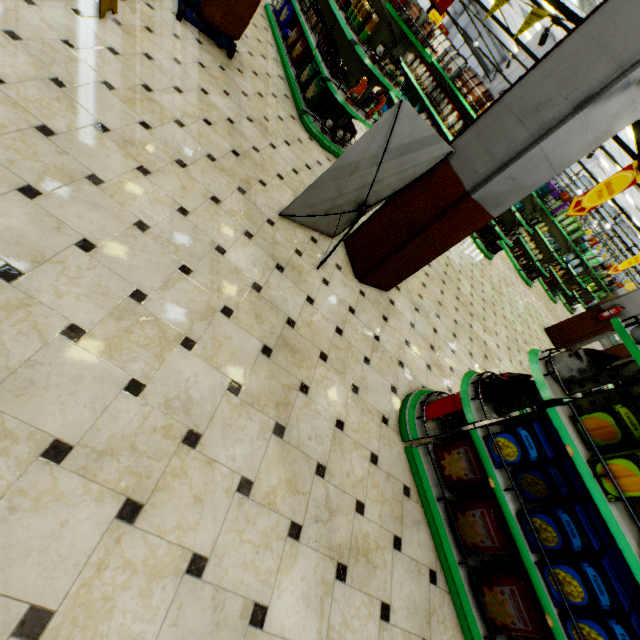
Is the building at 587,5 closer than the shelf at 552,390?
No

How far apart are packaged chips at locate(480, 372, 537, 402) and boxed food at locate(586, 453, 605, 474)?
0.42m

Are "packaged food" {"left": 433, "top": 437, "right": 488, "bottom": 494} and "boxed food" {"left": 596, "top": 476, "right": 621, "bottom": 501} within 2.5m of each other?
yes

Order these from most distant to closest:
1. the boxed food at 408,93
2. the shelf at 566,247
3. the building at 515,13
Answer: the building at 515,13 → the shelf at 566,247 → the boxed food at 408,93

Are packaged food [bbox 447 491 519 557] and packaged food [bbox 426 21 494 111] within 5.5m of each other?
no

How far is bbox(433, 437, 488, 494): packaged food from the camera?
2.8m

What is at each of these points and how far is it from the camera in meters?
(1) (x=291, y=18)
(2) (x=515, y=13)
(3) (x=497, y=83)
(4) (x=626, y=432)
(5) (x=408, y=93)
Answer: (1) packaged food, 6.7 m
(2) building, 13.7 m
(3) building, 12.9 m
(4) boxed food, 2.2 m
(5) boxed food, 8.8 m

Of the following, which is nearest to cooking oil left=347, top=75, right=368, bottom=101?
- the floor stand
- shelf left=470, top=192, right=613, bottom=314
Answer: the floor stand
